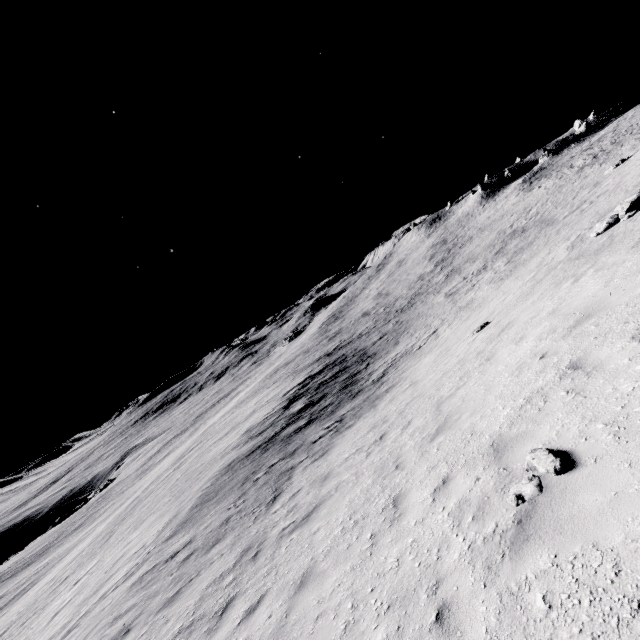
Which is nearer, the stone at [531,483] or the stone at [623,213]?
the stone at [531,483]

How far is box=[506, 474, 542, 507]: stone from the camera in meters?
3.9 m

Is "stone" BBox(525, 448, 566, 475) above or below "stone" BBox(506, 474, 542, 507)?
above

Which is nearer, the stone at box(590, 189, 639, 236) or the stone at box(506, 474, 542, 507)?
the stone at box(506, 474, 542, 507)

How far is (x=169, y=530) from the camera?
13.8 meters

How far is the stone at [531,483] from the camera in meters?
3.9 m
